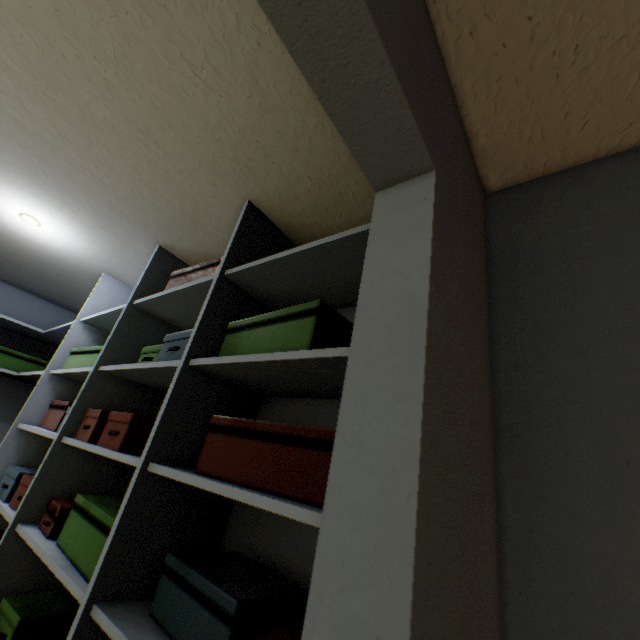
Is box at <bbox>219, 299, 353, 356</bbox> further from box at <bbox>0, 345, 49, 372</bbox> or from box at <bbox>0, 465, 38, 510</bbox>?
box at <bbox>0, 345, 49, 372</bbox>

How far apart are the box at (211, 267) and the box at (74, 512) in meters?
0.8 m

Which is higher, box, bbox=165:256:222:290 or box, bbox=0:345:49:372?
box, bbox=165:256:222:290

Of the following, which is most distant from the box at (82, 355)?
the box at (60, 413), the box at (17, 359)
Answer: the box at (17, 359)

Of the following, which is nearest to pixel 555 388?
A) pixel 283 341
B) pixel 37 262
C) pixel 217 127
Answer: pixel 283 341

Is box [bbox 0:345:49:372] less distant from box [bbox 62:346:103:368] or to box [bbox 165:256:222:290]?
box [bbox 62:346:103:368]

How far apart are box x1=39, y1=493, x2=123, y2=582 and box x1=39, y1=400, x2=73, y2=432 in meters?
0.3 m

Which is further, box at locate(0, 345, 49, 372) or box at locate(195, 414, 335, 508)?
box at locate(0, 345, 49, 372)
